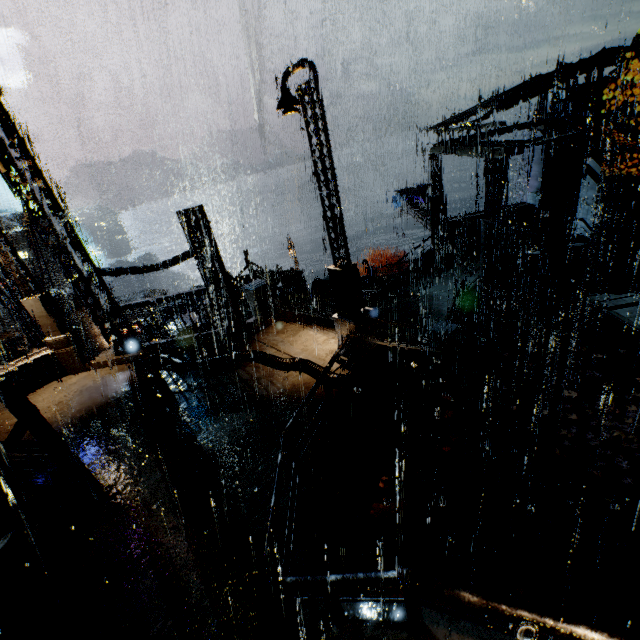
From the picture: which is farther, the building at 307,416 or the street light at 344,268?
the building at 307,416

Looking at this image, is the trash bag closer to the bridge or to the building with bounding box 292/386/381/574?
the building with bounding box 292/386/381/574

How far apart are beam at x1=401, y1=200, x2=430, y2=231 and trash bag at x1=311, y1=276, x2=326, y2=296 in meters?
8.5

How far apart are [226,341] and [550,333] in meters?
14.0

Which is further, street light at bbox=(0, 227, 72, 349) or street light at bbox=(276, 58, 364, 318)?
street light at bbox=(0, 227, 72, 349)

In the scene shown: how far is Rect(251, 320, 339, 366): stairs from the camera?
10.6 meters

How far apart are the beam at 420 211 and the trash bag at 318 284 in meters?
8.5 m

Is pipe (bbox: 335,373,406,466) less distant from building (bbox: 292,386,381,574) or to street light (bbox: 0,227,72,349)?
building (bbox: 292,386,381,574)
